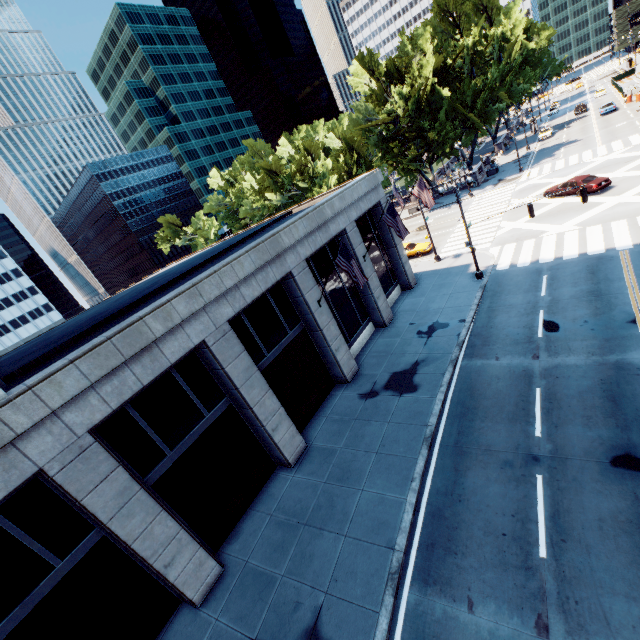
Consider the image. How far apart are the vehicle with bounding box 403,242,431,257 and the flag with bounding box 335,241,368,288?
18.8m

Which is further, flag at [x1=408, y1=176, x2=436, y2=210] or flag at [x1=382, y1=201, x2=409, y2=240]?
flag at [x1=408, y1=176, x2=436, y2=210]

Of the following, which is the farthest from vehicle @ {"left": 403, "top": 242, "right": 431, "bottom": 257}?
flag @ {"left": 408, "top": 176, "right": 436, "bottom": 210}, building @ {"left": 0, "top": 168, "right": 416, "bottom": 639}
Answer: flag @ {"left": 408, "top": 176, "right": 436, "bottom": 210}

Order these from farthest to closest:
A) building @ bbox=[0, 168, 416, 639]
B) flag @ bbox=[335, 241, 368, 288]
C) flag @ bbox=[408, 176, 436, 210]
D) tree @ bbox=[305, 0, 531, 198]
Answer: tree @ bbox=[305, 0, 531, 198] → flag @ bbox=[408, 176, 436, 210] → flag @ bbox=[335, 241, 368, 288] → building @ bbox=[0, 168, 416, 639]

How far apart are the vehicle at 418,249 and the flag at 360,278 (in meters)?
Answer: 18.77

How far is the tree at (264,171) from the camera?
58.39m

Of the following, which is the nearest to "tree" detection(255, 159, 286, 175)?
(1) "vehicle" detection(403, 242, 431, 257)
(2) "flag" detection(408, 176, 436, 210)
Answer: (1) "vehicle" detection(403, 242, 431, 257)

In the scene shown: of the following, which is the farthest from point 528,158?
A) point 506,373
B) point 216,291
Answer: point 216,291
